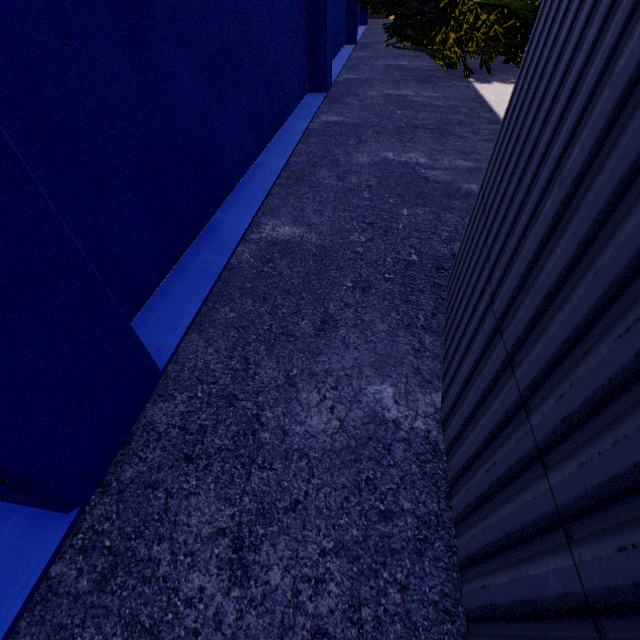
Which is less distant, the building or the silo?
the silo

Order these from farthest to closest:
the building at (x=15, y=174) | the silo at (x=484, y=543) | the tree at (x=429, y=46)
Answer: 1. the tree at (x=429, y=46)
2. the building at (x=15, y=174)
3. the silo at (x=484, y=543)

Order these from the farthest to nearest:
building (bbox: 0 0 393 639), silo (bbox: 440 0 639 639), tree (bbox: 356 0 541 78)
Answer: tree (bbox: 356 0 541 78), building (bbox: 0 0 393 639), silo (bbox: 440 0 639 639)

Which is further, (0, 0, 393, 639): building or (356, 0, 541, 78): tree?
(356, 0, 541, 78): tree

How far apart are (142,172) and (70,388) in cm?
194

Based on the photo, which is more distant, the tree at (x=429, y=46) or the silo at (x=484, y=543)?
the tree at (x=429, y=46)

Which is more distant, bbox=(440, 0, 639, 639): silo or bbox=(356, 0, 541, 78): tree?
bbox=(356, 0, 541, 78): tree
